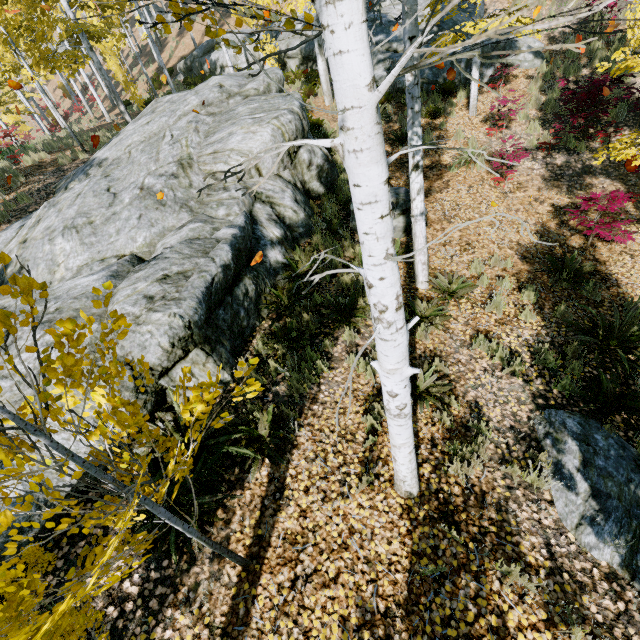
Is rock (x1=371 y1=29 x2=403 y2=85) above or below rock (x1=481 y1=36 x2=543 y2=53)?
above

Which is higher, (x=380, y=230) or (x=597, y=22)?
(x=380, y=230)

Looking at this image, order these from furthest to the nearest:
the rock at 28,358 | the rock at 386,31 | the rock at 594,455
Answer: the rock at 386,31, the rock at 28,358, the rock at 594,455

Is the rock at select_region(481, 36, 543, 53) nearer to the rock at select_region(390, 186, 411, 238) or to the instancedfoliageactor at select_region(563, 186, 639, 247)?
the instancedfoliageactor at select_region(563, 186, 639, 247)

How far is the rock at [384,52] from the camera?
12.0m

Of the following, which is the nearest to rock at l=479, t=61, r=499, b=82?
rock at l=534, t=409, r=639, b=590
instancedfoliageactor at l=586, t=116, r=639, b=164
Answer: instancedfoliageactor at l=586, t=116, r=639, b=164

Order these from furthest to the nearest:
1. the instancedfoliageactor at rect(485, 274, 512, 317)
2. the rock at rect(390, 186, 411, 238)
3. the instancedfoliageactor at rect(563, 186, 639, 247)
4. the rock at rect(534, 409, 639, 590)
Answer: the rock at rect(390, 186, 411, 238)
the instancedfoliageactor at rect(563, 186, 639, 247)
the instancedfoliageactor at rect(485, 274, 512, 317)
the rock at rect(534, 409, 639, 590)

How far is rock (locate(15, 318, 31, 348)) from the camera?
4.1 meters
